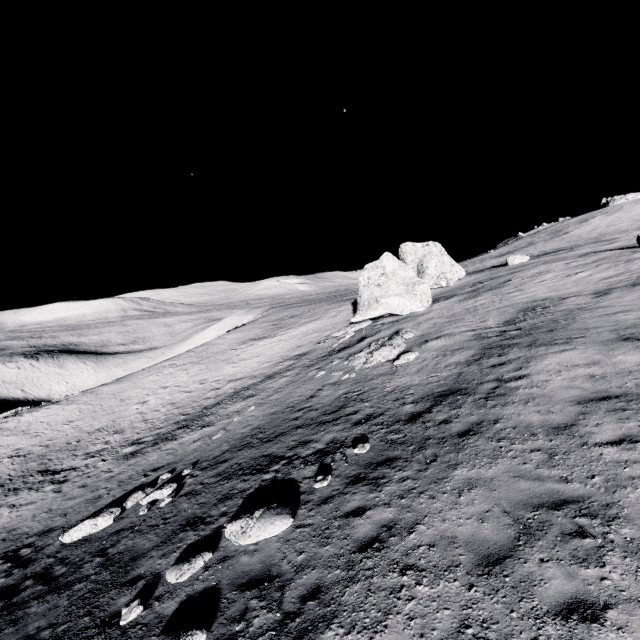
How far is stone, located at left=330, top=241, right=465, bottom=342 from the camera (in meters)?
27.62

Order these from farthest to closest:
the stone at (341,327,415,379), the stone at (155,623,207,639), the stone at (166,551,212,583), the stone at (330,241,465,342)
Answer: the stone at (330,241,465,342)
the stone at (341,327,415,379)
the stone at (166,551,212,583)
the stone at (155,623,207,639)

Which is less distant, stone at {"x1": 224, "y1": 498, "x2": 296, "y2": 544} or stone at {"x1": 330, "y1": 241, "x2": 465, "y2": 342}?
stone at {"x1": 224, "y1": 498, "x2": 296, "y2": 544}

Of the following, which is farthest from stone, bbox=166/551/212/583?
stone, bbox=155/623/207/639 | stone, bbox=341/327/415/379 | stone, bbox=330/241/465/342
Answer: stone, bbox=330/241/465/342

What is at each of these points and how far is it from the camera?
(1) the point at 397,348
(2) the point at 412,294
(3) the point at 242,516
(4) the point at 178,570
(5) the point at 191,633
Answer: (1) stone, 17.67m
(2) stone, 28.09m
(3) stone, 8.48m
(4) stone, 7.54m
(5) stone, 5.65m

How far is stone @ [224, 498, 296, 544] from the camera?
7.6 meters

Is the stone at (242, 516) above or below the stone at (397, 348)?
below

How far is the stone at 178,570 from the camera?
7.4 meters
